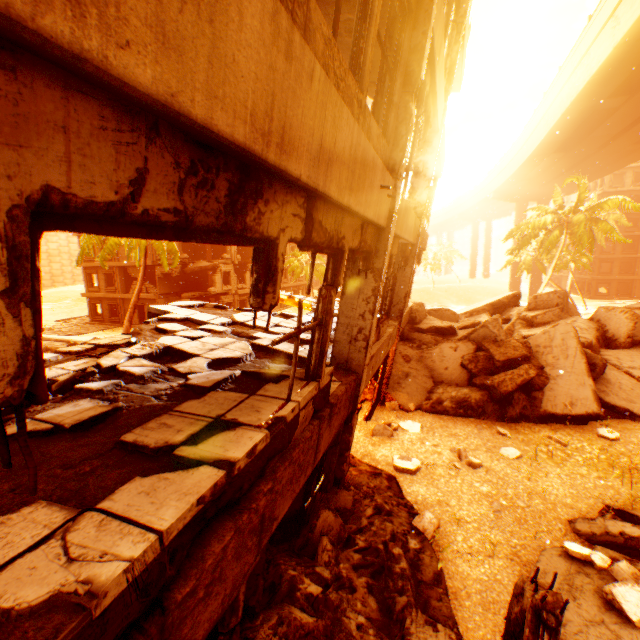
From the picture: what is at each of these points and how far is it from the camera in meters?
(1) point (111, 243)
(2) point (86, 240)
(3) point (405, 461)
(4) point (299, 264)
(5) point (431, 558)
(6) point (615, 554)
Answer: (1) rubble, 20.4
(2) rubble, 18.2
(3) rubble, 7.3
(4) rubble, 36.1
(5) rock pile, 4.7
(6) rock pile, 4.7

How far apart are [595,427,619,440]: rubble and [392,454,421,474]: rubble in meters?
4.9 m

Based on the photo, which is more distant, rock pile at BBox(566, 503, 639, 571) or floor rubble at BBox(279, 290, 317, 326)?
floor rubble at BBox(279, 290, 317, 326)

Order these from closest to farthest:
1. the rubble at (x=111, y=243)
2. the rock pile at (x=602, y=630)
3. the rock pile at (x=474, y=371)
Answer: the rock pile at (x=602, y=630) < the rock pile at (x=474, y=371) < the rubble at (x=111, y=243)

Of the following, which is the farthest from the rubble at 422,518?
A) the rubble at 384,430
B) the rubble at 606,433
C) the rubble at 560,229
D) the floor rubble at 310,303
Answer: the rubble at 560,229

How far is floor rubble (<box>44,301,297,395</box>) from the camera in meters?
4.5 m

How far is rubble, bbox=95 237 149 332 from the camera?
18.6m

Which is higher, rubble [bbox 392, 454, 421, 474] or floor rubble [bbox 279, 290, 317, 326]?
floor rubble [bbox 279, 290, 317, 326]
